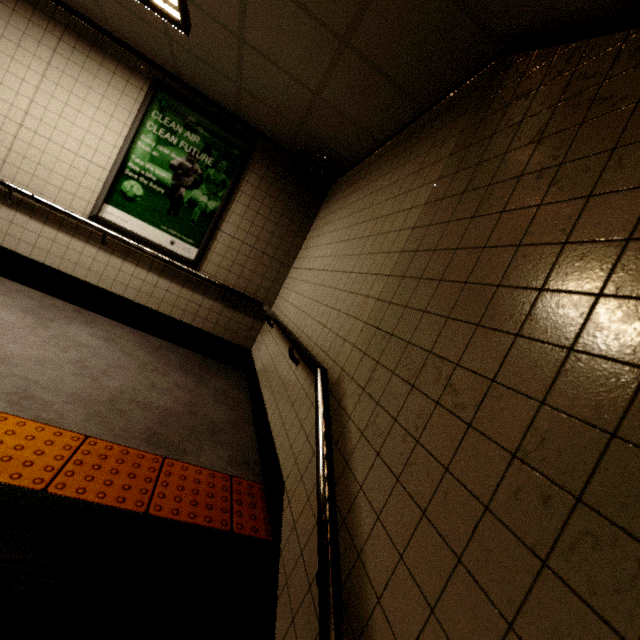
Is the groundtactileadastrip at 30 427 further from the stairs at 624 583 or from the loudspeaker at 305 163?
the loudspeaker at 305 163

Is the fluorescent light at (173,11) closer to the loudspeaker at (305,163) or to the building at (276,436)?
the building at (276,436)

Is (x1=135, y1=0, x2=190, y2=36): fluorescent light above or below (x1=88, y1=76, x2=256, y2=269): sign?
above

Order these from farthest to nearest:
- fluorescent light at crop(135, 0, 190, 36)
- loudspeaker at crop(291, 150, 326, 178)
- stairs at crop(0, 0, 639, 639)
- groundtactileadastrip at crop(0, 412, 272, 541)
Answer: →
loudspeaker at crop(291, 150, 326, 178)
fluorescent light at crop(135, 0, 190, 36)
groundtactileadastrip at crop(0, 412, 272, 541)
stairs at crop(0, 0, 639, 639)

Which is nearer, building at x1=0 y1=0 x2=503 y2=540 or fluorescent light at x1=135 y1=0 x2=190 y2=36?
building at x1=0 y1=0 x2=503 y2=540

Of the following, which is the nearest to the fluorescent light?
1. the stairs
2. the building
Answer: the building

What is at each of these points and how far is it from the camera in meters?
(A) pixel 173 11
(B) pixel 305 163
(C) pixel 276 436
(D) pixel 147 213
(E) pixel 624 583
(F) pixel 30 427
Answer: (A) fluorescent light, 2.6 m
(B) loudspeaker, 3.8 m
(C) building, 2.2 m
(D) sign, 3.9 m
(E) stairs, 0.5 m
(F) groundtactileadastrip, 1.8 m

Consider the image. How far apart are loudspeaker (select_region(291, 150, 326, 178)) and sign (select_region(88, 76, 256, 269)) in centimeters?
69cm
